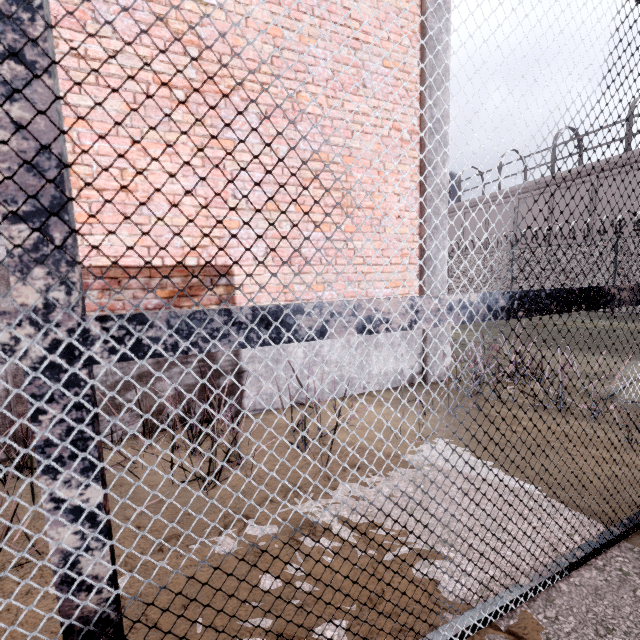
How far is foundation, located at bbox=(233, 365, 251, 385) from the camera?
3.91m

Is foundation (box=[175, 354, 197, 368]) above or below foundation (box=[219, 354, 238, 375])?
above

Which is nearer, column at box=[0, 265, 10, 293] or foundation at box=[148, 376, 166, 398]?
column at box=[0, 265, 10, 293]

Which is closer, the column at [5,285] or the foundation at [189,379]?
the column at [5,285]

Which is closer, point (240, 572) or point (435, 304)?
point (435, 304)

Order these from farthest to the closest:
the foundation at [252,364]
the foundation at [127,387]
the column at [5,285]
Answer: the foundation at [252,364], the foundation at [127,387], the column at [5,285]

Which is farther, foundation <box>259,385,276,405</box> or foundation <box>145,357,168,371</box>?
foundation <box>259,385,276,405</box>

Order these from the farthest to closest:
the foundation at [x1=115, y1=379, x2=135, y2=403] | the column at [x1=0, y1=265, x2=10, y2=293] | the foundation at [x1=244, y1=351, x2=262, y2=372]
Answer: the foundation at [x1=244, y1=351, x2=262, y2=372]
the foundation at [x1=115, y1=379, x2=135, y2=403]
the column at [x1=0, y1=265, x2=10, y2=293]
